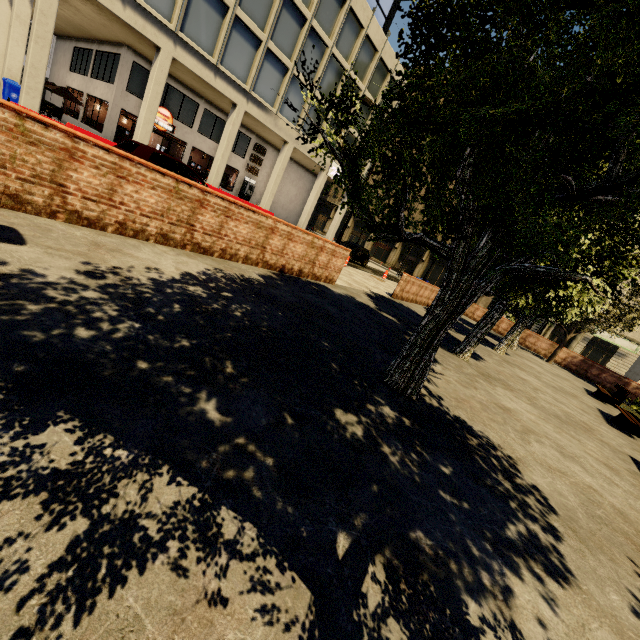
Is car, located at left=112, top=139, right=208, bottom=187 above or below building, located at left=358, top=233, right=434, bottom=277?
below

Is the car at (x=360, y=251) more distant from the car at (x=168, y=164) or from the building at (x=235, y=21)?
the car at (x=168, y=164)

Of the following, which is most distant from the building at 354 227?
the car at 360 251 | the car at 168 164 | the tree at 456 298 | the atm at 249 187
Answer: the tree at 456 298

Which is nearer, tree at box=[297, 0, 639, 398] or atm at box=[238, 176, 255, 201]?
tree at box=[297, 0, 639, 398]

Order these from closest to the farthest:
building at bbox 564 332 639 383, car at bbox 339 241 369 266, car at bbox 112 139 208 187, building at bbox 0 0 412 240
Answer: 1. car at bbox 112 139 208 187
2. building at bbox 0 0 412 240
3. car at bbox 339 241 369 266
4. building at bbox 564 332 639 383

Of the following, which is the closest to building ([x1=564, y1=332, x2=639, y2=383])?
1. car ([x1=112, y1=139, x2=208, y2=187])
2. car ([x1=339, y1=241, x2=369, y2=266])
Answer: car ([x1=339, y1=241, x2=369, y2=266])

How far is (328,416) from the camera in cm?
301

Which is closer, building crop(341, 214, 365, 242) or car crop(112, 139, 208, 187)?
car crop(112, 139, 208, 187)
